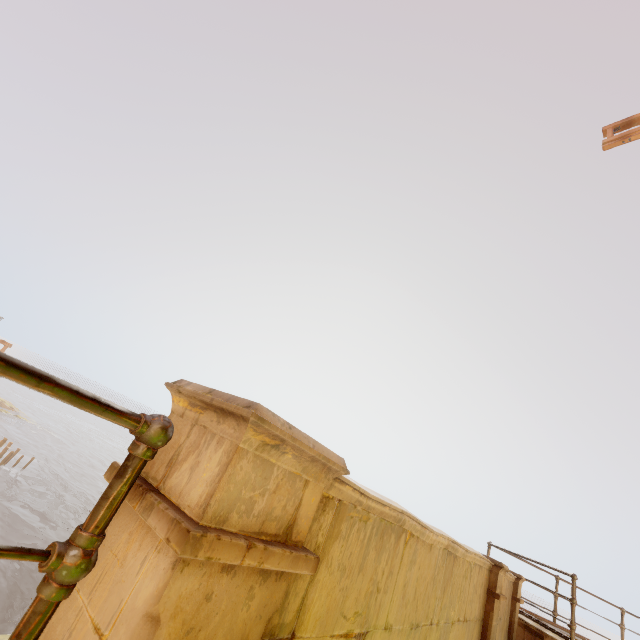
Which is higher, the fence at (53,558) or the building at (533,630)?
the fence at (53,558)

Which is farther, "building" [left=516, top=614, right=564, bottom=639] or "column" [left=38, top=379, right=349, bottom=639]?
"building" [left=516, top=614, right=564, bottom=639]

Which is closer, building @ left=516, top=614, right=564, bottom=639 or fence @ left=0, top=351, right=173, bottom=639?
fence @ left=0, top=351, right=173, bottom=639

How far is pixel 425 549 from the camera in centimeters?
248cm

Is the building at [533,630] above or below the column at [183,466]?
below

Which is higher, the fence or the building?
the fence

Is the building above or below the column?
below
